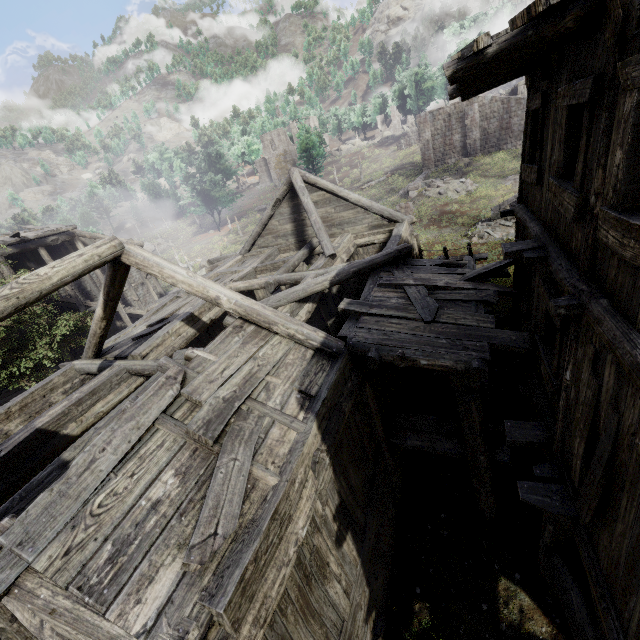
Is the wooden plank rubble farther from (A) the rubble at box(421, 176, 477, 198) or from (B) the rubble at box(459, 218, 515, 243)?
(A) the rubble at box(421, 176, 477, 198)

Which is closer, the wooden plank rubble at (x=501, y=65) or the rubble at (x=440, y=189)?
the wooden plank rubble at (x=501, y=65)

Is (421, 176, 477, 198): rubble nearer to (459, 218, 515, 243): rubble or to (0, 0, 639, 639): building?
(459, 218, 515, 243): rubble

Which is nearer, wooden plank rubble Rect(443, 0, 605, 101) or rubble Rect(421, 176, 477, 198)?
wooden plank rubble Rect(443, 0, 605, 101)

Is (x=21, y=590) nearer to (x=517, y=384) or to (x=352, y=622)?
(x=352, y=622)

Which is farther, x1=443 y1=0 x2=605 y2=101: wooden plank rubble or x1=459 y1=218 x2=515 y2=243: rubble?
x1=459 y1=218 x2=515 y2=243: rubble

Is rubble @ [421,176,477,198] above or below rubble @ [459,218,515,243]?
above

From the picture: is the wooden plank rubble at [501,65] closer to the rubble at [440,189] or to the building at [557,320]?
the building at [557,320]
